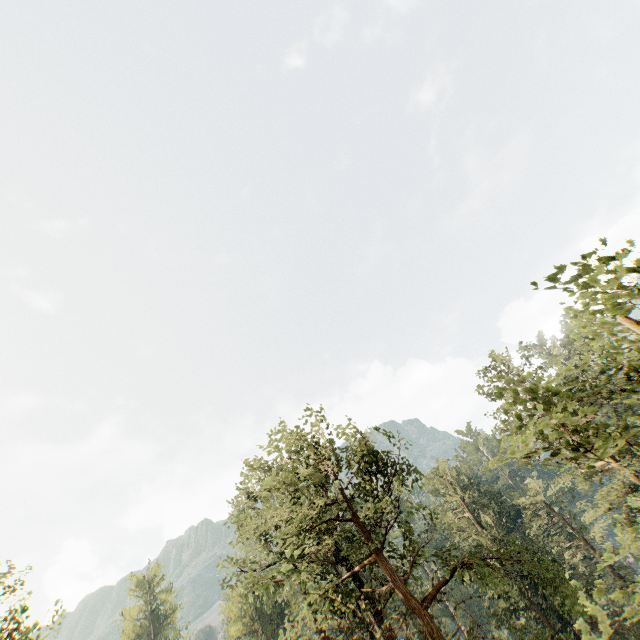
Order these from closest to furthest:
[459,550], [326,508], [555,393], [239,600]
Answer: [555,393], [326,508], [239,600], [459,550]

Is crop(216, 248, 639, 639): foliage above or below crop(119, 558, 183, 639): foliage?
below

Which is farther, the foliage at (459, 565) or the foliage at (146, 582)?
the foliage at (146, 582)

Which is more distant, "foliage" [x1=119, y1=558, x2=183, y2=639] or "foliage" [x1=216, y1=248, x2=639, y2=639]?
"foliage" [x1=119, y1=558, x2=183, y2=639]

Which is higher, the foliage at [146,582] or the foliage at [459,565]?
the foliage at [146,582]
